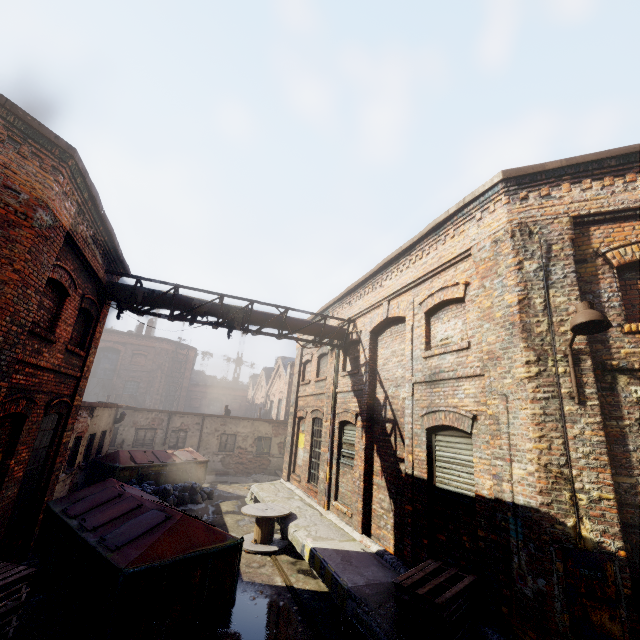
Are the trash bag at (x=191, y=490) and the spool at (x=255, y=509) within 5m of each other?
yes

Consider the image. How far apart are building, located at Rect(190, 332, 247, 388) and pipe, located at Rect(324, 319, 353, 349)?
43.3 meters

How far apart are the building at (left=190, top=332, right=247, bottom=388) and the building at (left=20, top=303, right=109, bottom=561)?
42.9m

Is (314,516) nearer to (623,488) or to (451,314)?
(451,314)

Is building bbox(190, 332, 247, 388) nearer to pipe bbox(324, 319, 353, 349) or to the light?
pipe bbox(324, 319, 353, 349)

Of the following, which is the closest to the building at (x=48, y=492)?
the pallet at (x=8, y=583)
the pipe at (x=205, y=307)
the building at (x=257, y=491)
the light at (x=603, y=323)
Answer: → the pipe at (x=205, y=307)

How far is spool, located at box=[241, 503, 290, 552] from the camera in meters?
9.4 m

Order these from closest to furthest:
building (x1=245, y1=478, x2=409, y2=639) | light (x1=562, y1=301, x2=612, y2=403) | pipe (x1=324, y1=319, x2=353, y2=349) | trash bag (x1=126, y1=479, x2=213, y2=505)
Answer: light (x1=562, y1=301, x2=612, y2=403) → building (x1=245, y1=478, x2=409, y2=639) → pipe (x1=324, y1=319, x2=353, y2=349) → trash bag (x1=126, y1=479, x2=213, y2=505)
